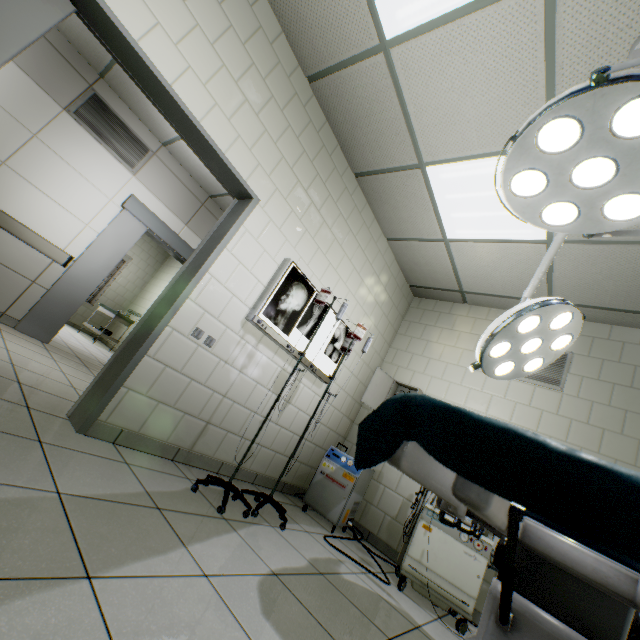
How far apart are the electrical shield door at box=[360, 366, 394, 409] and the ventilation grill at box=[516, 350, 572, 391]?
1.10m

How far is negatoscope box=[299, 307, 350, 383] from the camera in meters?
3.4

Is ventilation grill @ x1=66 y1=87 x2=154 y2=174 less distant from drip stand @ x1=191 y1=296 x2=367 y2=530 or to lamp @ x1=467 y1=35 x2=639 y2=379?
drip stand @ x1=191 y1=296 x2=367 y2=530

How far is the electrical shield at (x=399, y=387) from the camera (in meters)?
4.16

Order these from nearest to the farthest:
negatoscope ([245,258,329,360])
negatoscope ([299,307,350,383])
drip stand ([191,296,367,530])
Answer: drip stand ([191,296,367,530]) → negatoscope ([245,258,329,360]) → negatoscope ([299,307,350,383])

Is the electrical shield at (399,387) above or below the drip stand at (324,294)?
above

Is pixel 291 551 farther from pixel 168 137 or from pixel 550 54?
pixel 168 137

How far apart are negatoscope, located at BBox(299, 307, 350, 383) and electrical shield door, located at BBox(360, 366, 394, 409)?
0.6 meters
